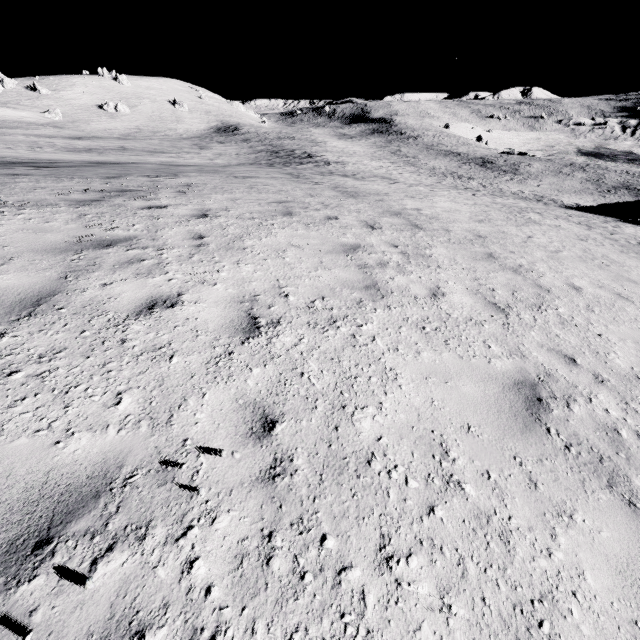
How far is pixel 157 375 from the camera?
2.8m
